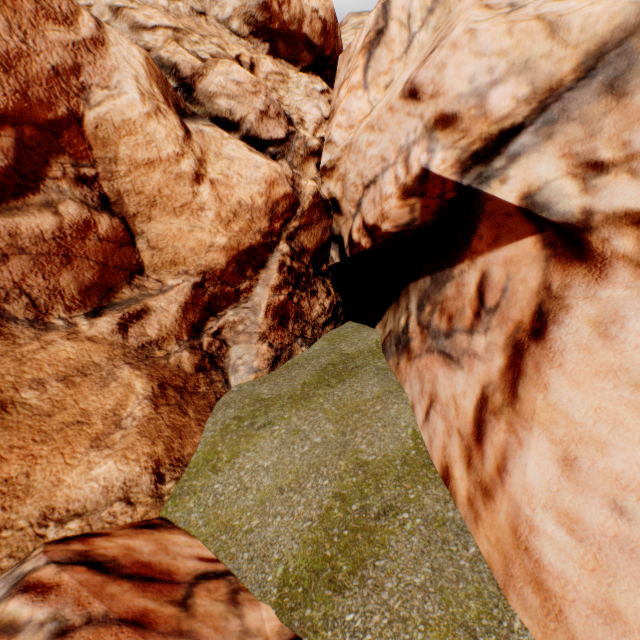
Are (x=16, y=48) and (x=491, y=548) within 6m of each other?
no
